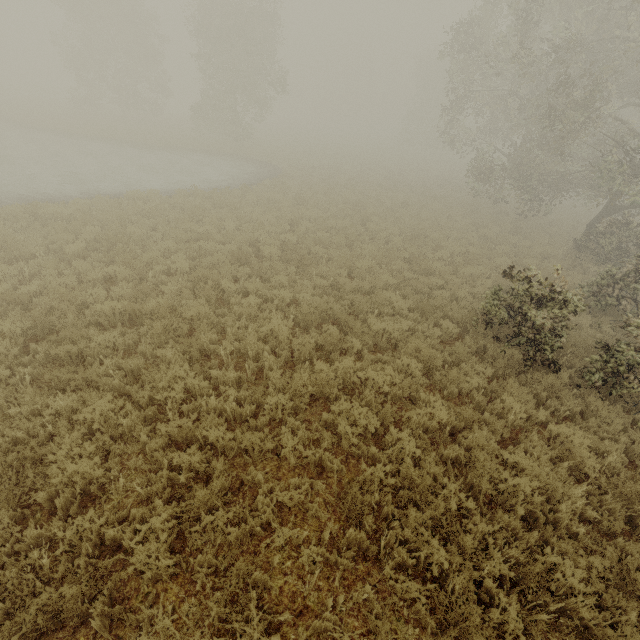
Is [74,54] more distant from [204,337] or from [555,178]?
[555,178]
